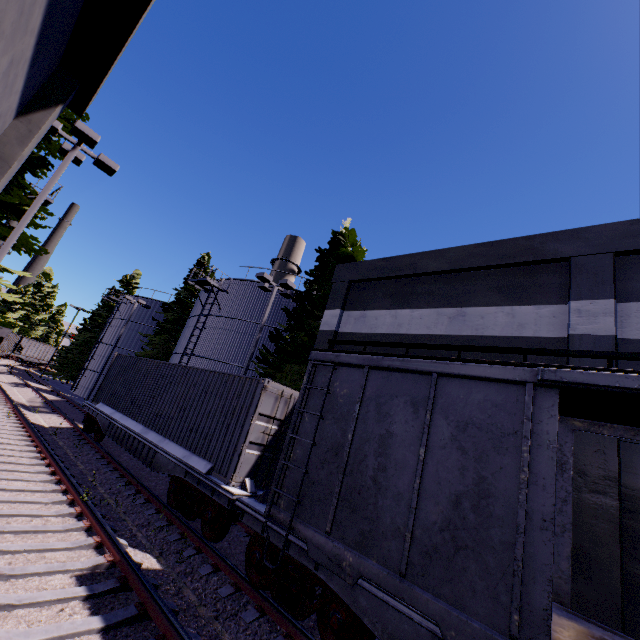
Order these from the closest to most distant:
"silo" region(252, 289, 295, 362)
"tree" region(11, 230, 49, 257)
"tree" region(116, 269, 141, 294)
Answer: "tree" region(11, 230, 49, 257) → "silo" region(252, 289, 295, 362) → "tree" region(116, 269, 141, 294)

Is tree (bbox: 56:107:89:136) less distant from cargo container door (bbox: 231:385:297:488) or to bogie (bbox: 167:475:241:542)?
cargo container door (bbox: 231:385:297:488)

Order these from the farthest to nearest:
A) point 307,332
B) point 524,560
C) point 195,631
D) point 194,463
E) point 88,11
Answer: point 307,332, point 194,463, point 88,11, point 195,631, point 524,560

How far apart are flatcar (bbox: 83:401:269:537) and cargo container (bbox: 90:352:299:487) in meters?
0.0

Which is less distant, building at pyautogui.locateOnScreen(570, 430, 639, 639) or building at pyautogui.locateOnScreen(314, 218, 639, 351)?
building at pyautogui.locateOnScreen(570, 430, 639, 639)

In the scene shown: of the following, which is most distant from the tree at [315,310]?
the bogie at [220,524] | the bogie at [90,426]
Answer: the bogie at [220,524]

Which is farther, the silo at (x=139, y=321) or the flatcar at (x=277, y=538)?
the silo at (x=139, y=321)

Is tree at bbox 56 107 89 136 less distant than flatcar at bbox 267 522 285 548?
No
